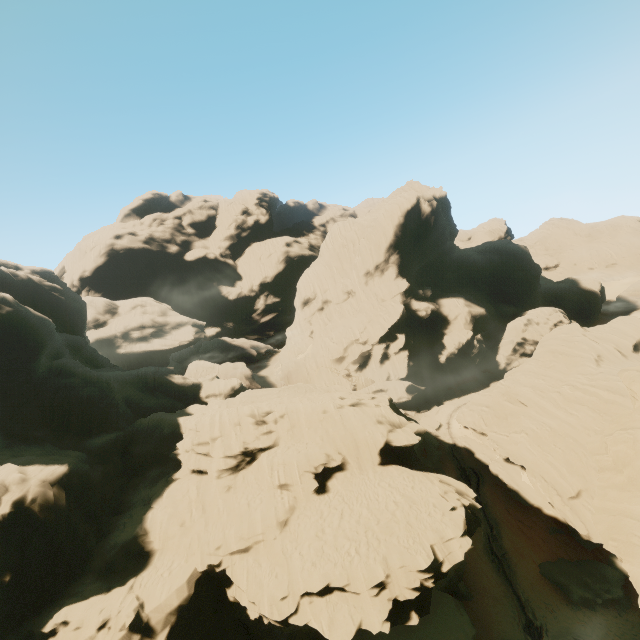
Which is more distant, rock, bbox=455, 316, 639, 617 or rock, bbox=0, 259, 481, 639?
rock, bbox=0, 259, 481, 639

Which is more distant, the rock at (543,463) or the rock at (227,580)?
the rock at (227,580)

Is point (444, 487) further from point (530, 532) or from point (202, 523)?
point (530, 532)
